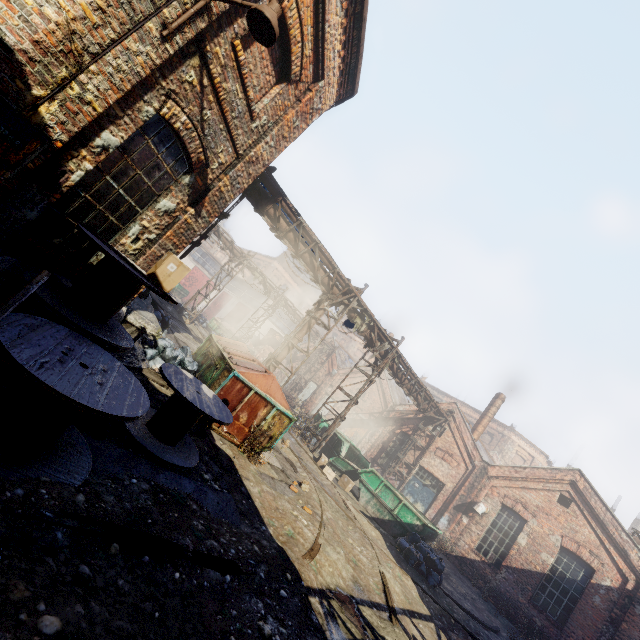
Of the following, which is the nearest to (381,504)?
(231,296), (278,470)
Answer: (278,470)

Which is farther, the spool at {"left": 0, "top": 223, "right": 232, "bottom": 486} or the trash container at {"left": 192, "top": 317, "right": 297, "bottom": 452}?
the trash container at {"left": 192, "top": 317, "right": 297, "bottom": 452}

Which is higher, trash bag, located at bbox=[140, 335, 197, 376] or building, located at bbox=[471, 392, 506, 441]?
building, located at bbox=[471, 392, 506, 441]

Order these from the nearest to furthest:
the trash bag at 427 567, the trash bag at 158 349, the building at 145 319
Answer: the building at 145 319 < the trash bag at 158 349 < the trash bag at 427 567

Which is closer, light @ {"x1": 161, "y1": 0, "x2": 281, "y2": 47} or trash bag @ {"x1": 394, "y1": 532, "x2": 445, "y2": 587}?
light @ {"x1": 161, "y1": 0, "x2": 281, "y2": 47}

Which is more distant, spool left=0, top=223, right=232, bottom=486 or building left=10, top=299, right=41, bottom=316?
building left=10, top=299, right=41, bottom=316

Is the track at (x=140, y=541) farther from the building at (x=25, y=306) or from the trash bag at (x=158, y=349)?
the trash bag at (x=158, y=349)

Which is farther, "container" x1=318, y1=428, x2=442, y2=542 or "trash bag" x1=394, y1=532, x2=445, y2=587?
"container" x1=318, y1=428, x2=442, y2=542
